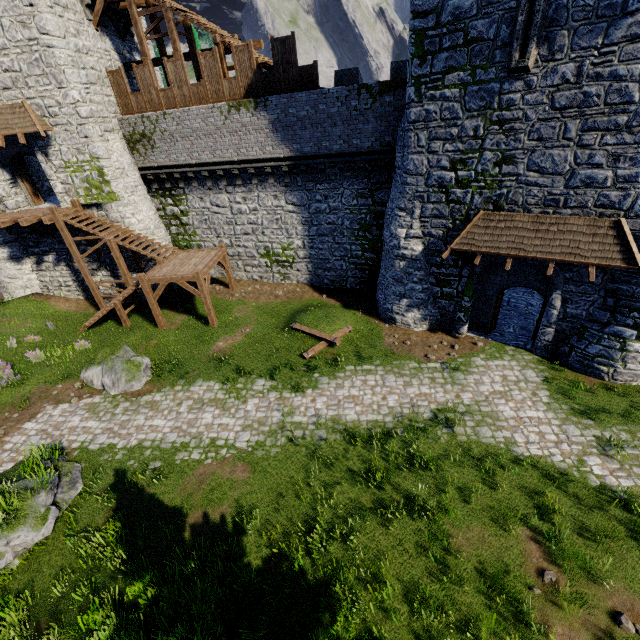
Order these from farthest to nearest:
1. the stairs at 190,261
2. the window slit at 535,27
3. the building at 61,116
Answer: the stairs at 190,261 → the building at 61,116 → the window slit at 535,27

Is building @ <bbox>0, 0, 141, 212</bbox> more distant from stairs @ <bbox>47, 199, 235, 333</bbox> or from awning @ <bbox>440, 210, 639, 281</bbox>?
awning @ <bbox>440, 210, 639, 281</bbox>

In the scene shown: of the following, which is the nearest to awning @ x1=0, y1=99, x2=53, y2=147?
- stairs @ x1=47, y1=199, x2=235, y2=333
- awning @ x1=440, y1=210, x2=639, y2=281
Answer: stairs @ x1=47, y1=199, x2=235, y2=333

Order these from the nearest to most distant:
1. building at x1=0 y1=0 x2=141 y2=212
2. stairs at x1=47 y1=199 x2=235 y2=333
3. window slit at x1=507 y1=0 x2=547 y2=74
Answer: window slit at x1=507 y1=0 x2=547 y2=74
building at x1=0 y1=0 x2=141 y2=212
stairs at x1=47 y1=199 x2=235 y2=333

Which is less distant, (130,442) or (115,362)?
(130,442)

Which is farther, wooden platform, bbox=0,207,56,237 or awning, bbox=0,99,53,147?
wooden platform, bbox=0,207,56,237

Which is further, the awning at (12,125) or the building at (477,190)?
Answer: the awning at (12,125)

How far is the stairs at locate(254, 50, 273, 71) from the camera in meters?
15.3 m
